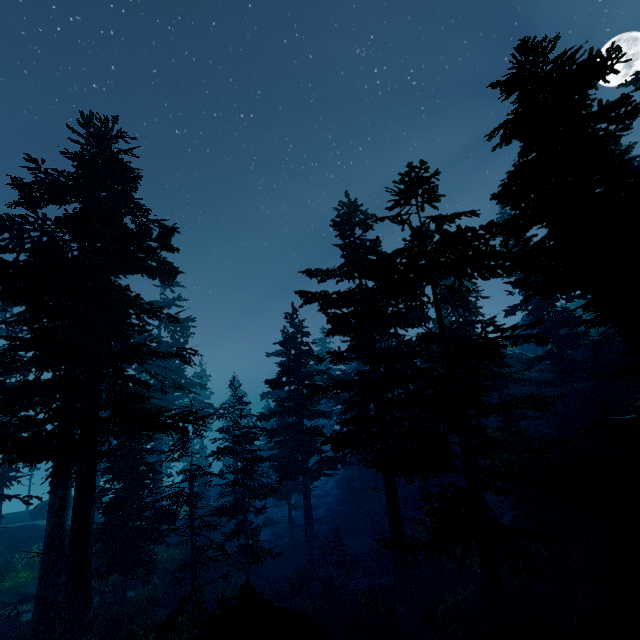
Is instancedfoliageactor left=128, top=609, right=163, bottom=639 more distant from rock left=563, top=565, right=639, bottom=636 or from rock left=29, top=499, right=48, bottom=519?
rock left=29, top=499, right=48, bottom=519

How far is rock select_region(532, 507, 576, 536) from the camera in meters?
18.1 m

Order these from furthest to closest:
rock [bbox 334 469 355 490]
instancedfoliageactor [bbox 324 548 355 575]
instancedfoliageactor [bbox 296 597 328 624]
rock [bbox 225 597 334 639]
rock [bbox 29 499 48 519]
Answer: rock [bbox 334 469 355 490] < rock [bbox 29 499 48 519] < instancedfoliageactor [bbox 324 548 355 575] < instancedfoliageactor [bbox 296 597 328 624] < rock [bbox 225 597 334 639]

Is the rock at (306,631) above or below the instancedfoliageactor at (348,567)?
above

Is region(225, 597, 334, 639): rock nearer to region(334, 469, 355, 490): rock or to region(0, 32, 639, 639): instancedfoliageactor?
region(0, 32, 639, 639): instancedfoliageactor

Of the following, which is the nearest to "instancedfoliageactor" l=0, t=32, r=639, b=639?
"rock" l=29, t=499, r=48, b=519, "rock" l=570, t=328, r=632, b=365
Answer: "rock" l=570, t=328, r=632, b=365

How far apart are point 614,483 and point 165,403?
38.15m

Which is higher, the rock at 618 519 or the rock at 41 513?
the rock at 618 519
